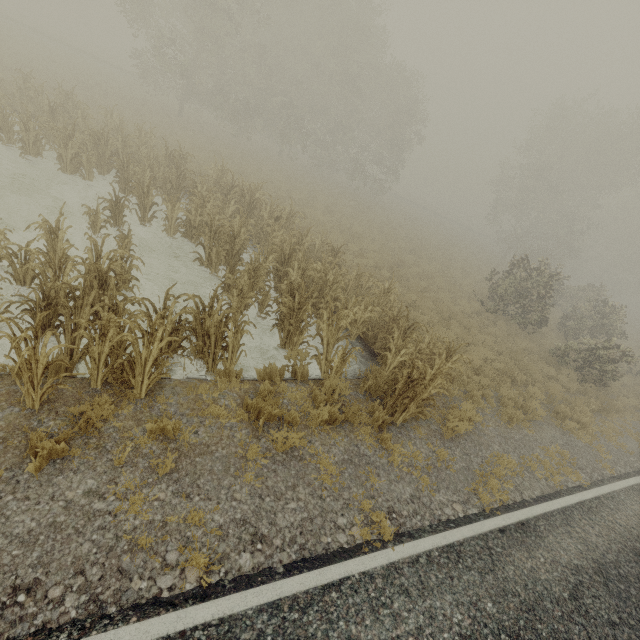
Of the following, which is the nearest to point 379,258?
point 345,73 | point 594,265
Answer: point 345,73
